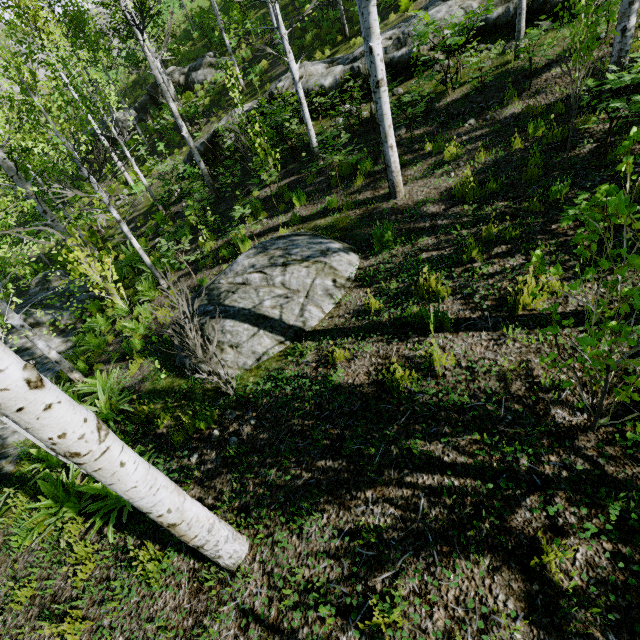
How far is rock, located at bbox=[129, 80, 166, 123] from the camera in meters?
19.8

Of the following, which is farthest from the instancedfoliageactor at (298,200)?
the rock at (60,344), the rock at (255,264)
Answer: the rock at (255,264)

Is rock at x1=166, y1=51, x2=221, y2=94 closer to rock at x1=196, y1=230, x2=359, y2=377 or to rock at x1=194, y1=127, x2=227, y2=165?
rock at x1=194, y1=127, x2=227, y2=165

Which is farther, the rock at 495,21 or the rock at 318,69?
the rock at 318,69

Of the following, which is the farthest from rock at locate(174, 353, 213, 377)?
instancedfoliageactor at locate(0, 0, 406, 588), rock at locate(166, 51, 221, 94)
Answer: rock at locate(166, 51, 221, 94)

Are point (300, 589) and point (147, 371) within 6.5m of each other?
yes

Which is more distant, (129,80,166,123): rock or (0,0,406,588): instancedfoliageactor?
(129,80,166,123): rock

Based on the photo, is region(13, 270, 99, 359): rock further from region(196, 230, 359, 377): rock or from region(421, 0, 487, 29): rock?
region(421, 0, 487, 29): rock
